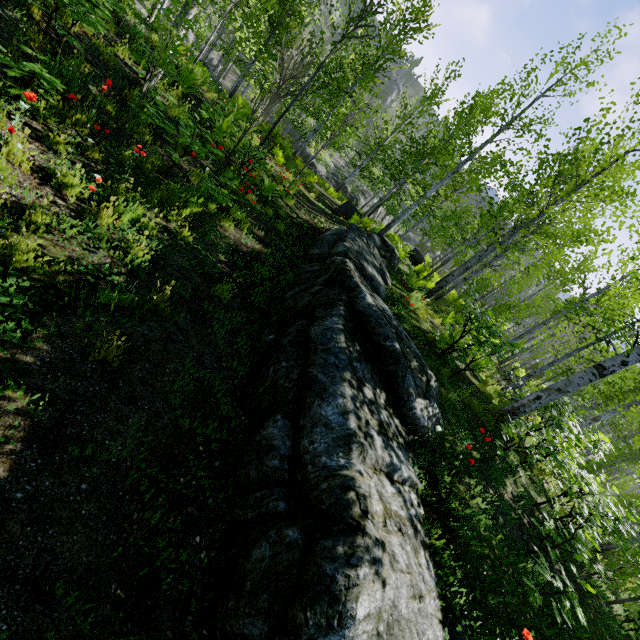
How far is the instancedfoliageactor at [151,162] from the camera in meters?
4.5 m

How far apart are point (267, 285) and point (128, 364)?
3.1m

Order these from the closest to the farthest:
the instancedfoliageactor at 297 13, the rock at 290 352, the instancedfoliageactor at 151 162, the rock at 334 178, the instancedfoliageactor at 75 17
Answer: the rock at 290 352, the instancedfoliageactor at 75 17, the instancedfoliageactor at 151 162, the instancedfoliageactor at 297 13, the rock at 334 178

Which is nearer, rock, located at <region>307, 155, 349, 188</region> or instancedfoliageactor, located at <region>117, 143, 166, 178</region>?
instancedfoliageactor, located at <region>117, 143, 166, 178</region>

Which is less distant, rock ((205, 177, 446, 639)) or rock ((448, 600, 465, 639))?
rock ((205, 177, 446, 639))

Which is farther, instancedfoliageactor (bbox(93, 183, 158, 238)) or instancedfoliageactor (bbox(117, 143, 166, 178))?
instancedfoliageactor (bbox(117, 143, 166, 178))

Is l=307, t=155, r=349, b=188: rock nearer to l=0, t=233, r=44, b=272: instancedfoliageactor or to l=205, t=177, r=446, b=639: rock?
l=0, t=233, r=44, b=272: instancedfoliageactor

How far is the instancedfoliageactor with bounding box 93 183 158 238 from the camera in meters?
3.8
